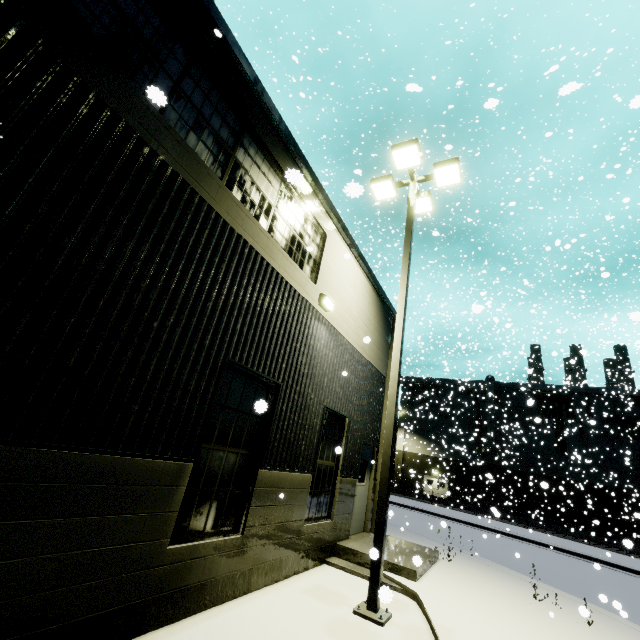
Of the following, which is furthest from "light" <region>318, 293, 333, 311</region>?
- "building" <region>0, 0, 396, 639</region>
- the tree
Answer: the tree

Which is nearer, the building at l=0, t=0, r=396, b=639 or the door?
the building at l=0, t=0, r=396, b=639

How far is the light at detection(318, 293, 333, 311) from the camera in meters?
7.5

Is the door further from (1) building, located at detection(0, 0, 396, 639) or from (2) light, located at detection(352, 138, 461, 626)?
(2) light, located at detection(352, 138, 461, 626)

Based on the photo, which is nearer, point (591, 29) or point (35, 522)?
point (35, 522)

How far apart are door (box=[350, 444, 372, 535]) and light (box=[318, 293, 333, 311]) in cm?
442

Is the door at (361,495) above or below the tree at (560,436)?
below

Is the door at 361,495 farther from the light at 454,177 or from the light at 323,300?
the light at 323,300
